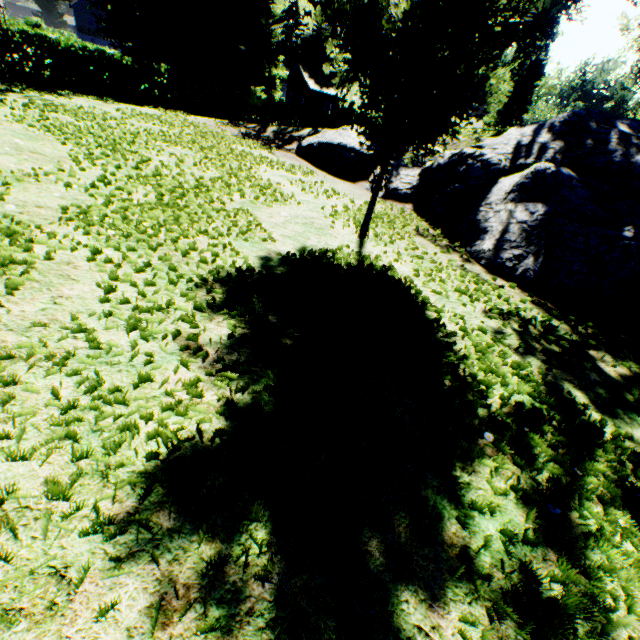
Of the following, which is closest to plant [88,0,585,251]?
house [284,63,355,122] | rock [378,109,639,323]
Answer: rock [378,109,639,323]

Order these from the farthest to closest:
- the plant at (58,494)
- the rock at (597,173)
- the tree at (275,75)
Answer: the tree at (275,75) < the rock at (597,173) < the plant at (58,494)

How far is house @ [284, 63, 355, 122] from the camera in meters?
39.2 m

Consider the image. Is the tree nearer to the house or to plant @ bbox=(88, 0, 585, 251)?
plant @ bbox=(88, 0, 585, 251)

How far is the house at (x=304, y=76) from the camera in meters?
39.2 m

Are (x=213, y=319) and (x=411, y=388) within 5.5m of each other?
yes

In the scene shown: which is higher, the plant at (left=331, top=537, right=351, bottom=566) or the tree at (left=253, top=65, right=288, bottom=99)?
the tree at (left=253, top=65, right=288, bottom=99)

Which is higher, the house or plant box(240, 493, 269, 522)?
the house
